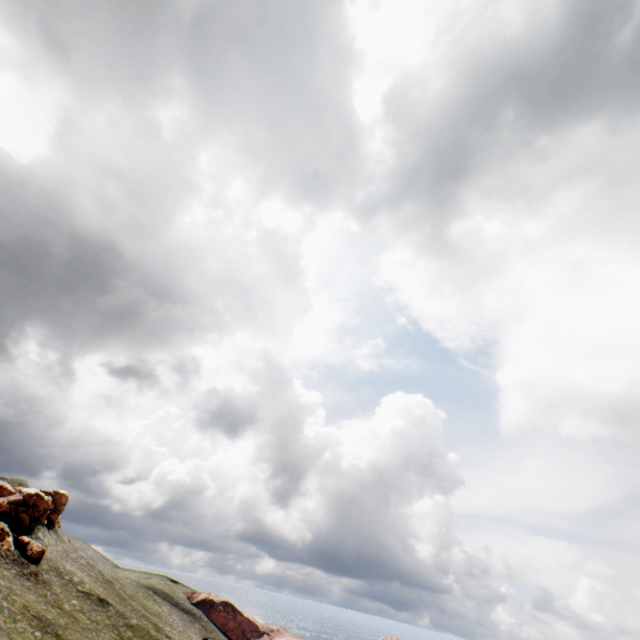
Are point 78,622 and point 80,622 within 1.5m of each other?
yes
